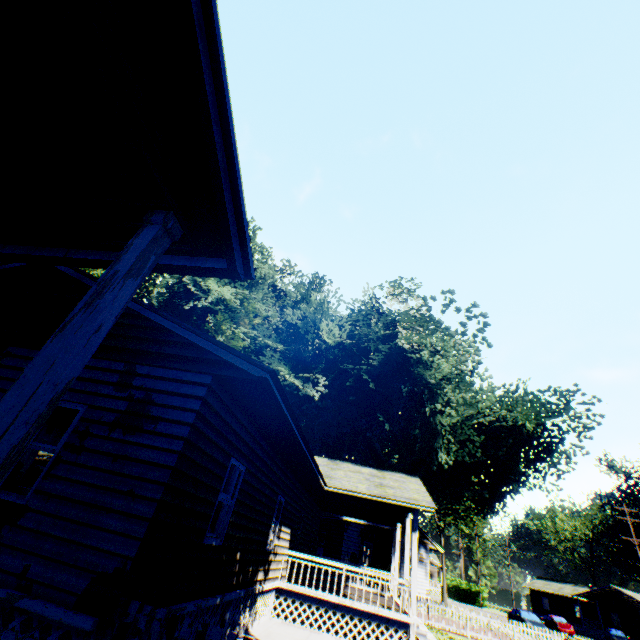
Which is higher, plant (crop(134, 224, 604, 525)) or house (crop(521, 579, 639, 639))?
plant (crop(134, 224, 604, 525))

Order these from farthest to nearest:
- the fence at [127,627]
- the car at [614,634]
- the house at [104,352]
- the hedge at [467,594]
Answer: the hedge at [467,594], the car at [614,634], the fence at [127,627], the house at [104,352]

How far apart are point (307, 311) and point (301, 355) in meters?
3.0 m

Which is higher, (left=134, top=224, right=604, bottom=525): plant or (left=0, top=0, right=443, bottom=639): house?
(left=134, top=224, right=604, bottom=525): plant

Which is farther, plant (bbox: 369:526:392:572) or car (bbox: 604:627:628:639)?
car (bbox: 604:627:628:639)

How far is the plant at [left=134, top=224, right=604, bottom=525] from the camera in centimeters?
1892cm

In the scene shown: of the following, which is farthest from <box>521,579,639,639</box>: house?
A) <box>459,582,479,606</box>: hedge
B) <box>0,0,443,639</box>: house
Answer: <box>0,0,443,639</box>: house

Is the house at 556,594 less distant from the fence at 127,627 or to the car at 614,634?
the car at 614,634
